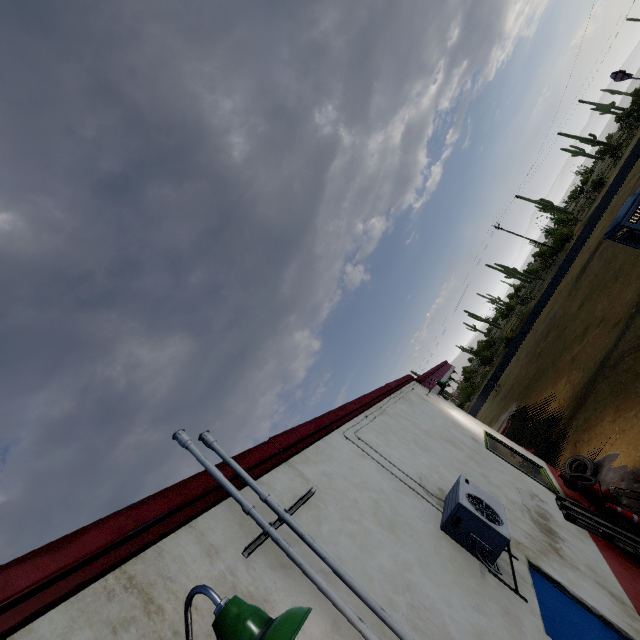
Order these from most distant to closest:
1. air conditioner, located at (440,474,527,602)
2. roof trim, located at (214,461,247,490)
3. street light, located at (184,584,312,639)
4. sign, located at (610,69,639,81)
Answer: sign, located at (610,69,639,81) < air conditioner, located at (440,474,527,602) < roof trim, located at (214,461,247,490) < street light, located at (184,584,312,639)

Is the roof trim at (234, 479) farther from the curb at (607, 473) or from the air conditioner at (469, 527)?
the curb at (607, 473)

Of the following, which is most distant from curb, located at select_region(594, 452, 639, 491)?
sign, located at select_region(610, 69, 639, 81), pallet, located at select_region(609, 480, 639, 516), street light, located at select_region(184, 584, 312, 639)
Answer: sign, located at select_region(610, 69, 639, 81)

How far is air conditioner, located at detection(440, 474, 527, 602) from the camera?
3.14m

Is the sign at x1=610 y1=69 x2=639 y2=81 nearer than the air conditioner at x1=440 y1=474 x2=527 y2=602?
No

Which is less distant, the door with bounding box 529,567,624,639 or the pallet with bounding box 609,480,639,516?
the door with bounding box 529,567,624,639

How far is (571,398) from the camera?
12.0m

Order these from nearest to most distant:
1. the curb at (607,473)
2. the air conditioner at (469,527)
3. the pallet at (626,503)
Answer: the air conditioner at (469,527) → the pallet at (626,503) → the curb at (607,473)
